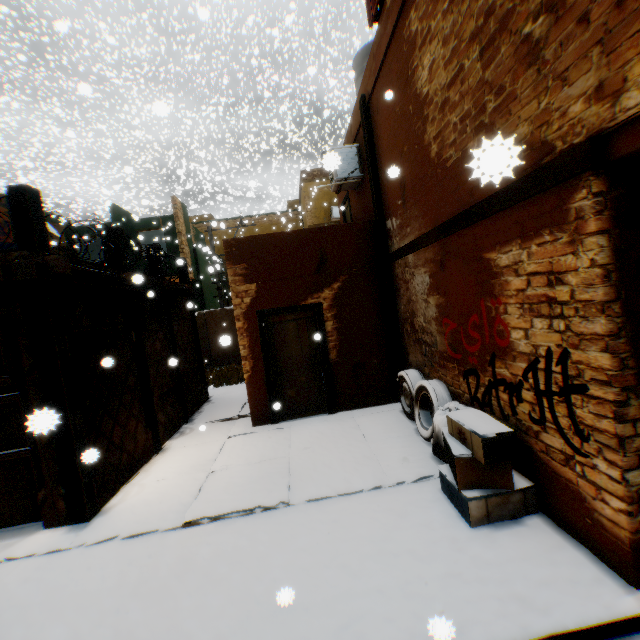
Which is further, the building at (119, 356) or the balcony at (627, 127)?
the building at (119, 356)

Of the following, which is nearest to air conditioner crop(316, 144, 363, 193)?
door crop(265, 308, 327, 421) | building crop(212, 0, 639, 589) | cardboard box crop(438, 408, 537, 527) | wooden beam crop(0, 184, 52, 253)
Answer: building crop(212, 0, 639, 589)

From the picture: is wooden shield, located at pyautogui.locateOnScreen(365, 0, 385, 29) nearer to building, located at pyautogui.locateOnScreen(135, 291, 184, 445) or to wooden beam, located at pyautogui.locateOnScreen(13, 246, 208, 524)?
building, located at pyautogui.locateOnScreen(135, 291, 184, 445)

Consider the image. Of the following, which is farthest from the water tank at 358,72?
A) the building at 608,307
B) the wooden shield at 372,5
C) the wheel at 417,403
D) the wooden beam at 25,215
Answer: the wheel at 417,403

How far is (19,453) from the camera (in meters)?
4.38

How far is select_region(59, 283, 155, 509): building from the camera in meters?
4.7
